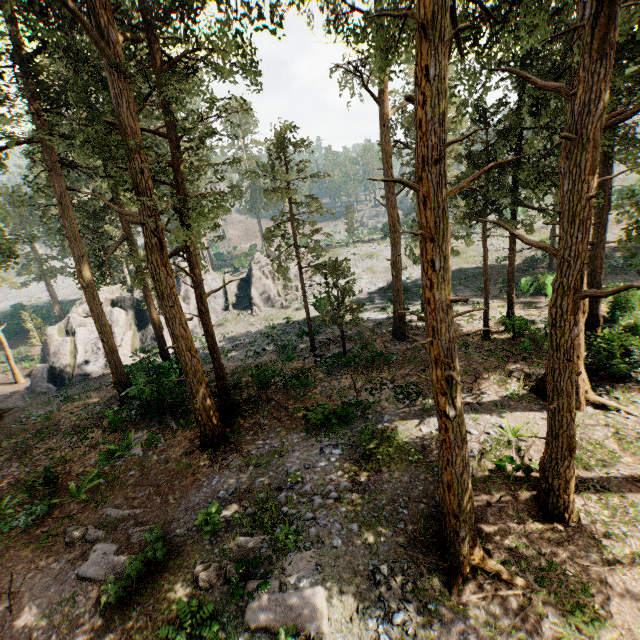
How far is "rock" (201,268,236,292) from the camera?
41.5 meters

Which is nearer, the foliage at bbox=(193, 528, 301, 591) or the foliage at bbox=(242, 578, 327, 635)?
the foliage at bbox=(242, 578, 327, 635)

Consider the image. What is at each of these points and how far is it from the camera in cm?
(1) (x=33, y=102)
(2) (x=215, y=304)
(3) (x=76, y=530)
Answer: (1) foliage, 1584
(2) rock, 4084
(3) foliage, 1128

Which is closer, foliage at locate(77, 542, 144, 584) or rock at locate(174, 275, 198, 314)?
foliage at locate(77, 542, 144, 584)

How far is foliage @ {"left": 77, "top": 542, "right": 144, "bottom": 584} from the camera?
9.1m

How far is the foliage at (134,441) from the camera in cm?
1530

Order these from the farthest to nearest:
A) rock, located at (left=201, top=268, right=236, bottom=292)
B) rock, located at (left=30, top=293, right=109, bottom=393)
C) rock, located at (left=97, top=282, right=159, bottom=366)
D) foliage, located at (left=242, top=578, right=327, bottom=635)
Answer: rock, located at (left=201, top=268, right=236, bottom=292), rock, located at (left=97, top=282, right=159, bottom=366), rock, located at (left=30, top=293, right=109, bottom=393), foliage, located at (left=242, top=578, right=327, bottom=635)
